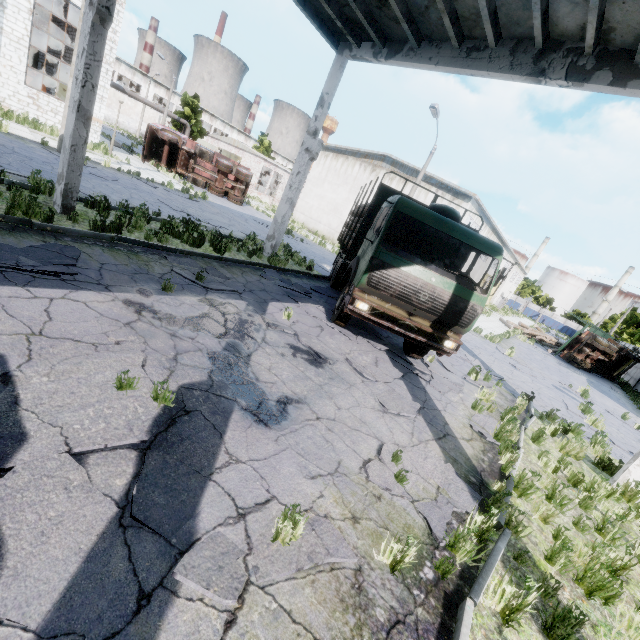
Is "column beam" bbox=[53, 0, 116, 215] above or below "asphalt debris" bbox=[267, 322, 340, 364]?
above

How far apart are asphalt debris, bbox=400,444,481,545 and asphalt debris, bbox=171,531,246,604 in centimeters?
99cm

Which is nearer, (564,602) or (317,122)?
(564,602)

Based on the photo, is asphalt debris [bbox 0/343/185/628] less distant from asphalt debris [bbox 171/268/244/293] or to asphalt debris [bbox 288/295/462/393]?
asphalt debris [bbox 171/268/244/293]

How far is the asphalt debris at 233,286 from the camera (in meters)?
7.31

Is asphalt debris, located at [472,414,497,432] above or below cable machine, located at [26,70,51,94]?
below

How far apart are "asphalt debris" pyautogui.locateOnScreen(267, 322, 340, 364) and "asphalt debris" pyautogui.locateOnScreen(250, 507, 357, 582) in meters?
3.4 m

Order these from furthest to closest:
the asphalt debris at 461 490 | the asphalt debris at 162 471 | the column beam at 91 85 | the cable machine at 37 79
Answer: the cable machine at 37 79
the column beam at 91 85
the asphalt debris at 461 490
the asphalt debris at 162 471
